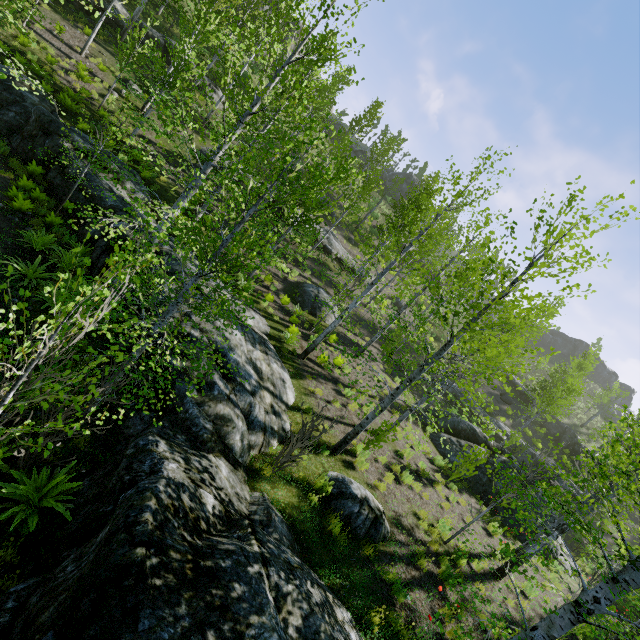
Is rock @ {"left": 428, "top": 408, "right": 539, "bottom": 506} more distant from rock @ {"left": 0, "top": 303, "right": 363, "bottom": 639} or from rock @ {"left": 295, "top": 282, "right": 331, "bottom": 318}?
rock @ {"left": 295, "top": 282, "right": 331, "bottom": 318}

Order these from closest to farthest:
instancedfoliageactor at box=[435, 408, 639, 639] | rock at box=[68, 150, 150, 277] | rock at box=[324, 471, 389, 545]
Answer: instancedfoliageactor at box=[435, 408, 639, 639]
rock at box=[324, 471, 389, 545]
rock at box=[68, 150, 150, 277]

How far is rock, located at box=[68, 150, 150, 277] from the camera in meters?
10.5 m

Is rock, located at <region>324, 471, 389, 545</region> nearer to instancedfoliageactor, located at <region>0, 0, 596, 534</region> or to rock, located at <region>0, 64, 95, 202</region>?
rock, located at <region>0, 64, 95, 202</region>

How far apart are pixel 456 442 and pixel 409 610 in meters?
12.1 m

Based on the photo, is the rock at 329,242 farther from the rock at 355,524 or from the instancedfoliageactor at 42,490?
the rock at 355,524

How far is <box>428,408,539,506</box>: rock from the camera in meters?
15.5

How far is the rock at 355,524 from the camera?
7.2 meters
